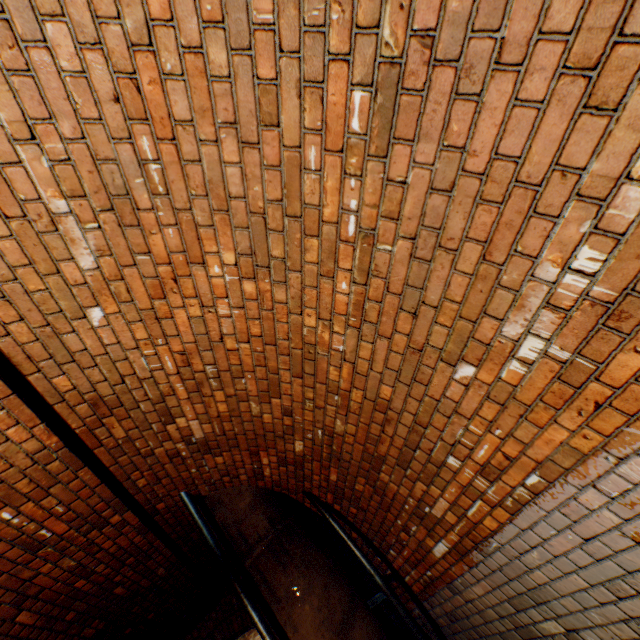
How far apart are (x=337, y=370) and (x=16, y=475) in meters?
2.3 m

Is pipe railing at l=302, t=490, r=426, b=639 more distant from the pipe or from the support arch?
the support arch

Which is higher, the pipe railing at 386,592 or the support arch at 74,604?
the support arch at 74,604

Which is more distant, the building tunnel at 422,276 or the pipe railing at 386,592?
the pipe railing at 386,592

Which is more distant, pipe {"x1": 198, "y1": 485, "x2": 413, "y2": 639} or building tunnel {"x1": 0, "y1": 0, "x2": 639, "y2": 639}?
pipe {"x1": 198, "y1": 485, "x2": 413, "y2": 639}

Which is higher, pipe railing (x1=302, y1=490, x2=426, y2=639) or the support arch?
the support arch

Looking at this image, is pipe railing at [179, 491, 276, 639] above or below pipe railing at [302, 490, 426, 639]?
above
